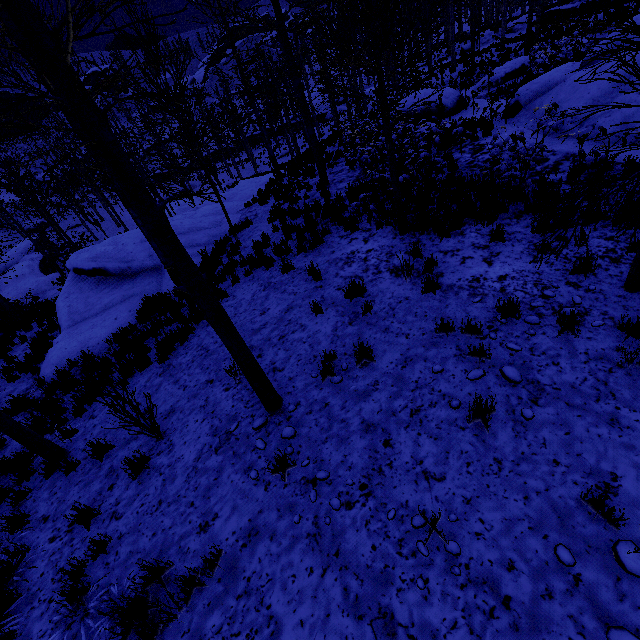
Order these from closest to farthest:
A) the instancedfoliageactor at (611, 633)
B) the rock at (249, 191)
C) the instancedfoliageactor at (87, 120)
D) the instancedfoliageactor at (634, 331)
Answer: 1. the instancedfoliageactor at (611, 633)
2. the instancedfoliageactor at (87, 120)
3. the instancedfoliageactor at (634, 331)
4. the rock at (249, 191)

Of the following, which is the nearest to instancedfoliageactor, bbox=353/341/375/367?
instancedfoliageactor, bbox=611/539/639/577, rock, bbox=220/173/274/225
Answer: instancedfoliageactor, bbox=611/539/639/577

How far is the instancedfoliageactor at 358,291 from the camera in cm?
618

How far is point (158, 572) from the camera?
3.5 meters

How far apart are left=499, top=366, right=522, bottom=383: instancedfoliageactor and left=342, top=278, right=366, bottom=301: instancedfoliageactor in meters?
2.8 m

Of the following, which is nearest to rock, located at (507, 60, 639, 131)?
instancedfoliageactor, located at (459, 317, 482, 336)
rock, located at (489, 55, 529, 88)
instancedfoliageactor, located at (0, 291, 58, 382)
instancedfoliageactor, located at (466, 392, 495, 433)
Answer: rock, located at (489, 55, 529, 88)

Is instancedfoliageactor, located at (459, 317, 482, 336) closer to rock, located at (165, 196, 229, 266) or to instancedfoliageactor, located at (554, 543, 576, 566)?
instancedfoliageactor, located at (554, 543, 576, 566)

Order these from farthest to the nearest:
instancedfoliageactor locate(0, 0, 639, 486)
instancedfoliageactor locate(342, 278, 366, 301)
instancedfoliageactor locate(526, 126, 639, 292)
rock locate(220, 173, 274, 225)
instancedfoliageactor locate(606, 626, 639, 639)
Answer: rock locate(220, 173, 274, 225) < instancedfoliageactor locate(342, 278, 366, 301) < instancedfoliageactor locate(526, 126, 639, 292) < instancedfoliageactor locate(0, 0, 639, 486) < instancedfoliageactor locate(606, 626, 639, 639)
